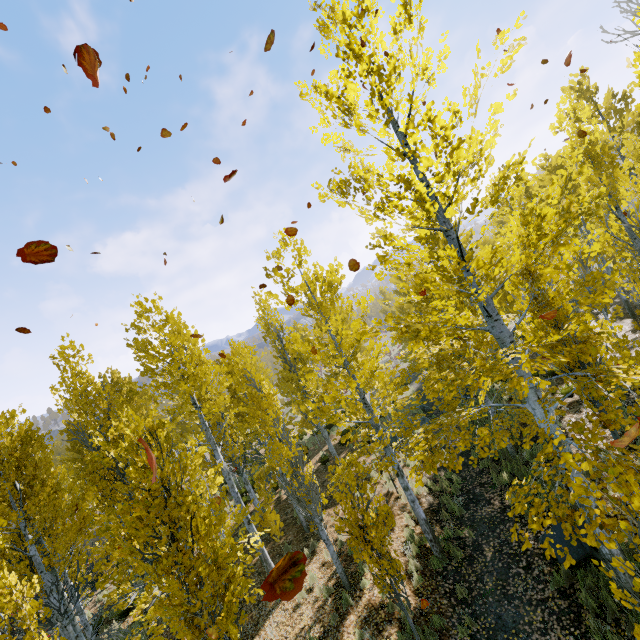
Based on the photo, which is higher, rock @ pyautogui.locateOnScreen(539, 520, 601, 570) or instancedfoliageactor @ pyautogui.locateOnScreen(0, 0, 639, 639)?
instancedfoliageactor @ pyautogui.locateOnScreen(0, 0, 639, 639)

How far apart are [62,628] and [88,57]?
10.31m

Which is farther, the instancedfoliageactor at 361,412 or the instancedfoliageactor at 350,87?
the instancedfoliageactor at 350,87

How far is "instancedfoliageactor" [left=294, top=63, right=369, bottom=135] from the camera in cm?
528

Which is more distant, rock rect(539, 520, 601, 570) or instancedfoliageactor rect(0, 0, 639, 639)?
rock rect(539, 520, 601, 570)

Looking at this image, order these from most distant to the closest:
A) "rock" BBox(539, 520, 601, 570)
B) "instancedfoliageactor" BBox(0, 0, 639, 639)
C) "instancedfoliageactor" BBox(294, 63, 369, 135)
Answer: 1. "rock" BBox(539, 520, 601, 570)
2. "instancedfoliageactor" BBox(294, 63, 369, 135)
3. "instancedfoliageactor" BBox(0, 0, 639, 639)

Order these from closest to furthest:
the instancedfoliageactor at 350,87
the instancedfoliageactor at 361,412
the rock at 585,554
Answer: the instancedfoliageactor at 361,412, the instancedfoliageactor at 350,87, the rock at 585,554
